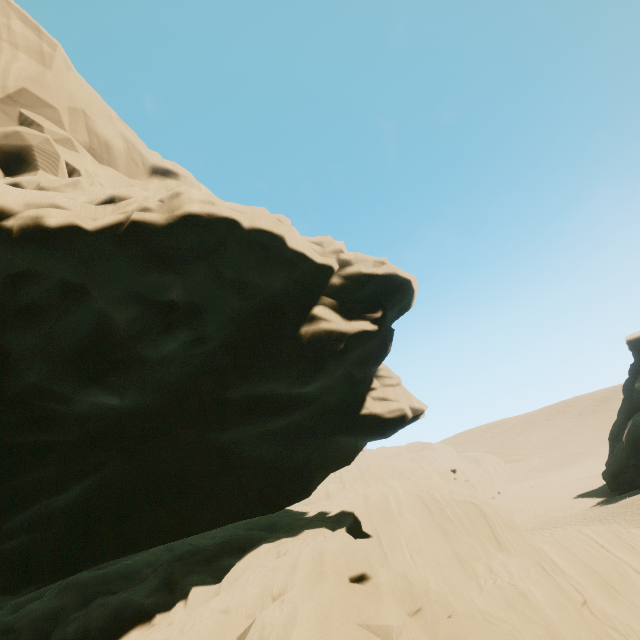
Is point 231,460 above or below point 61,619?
above
